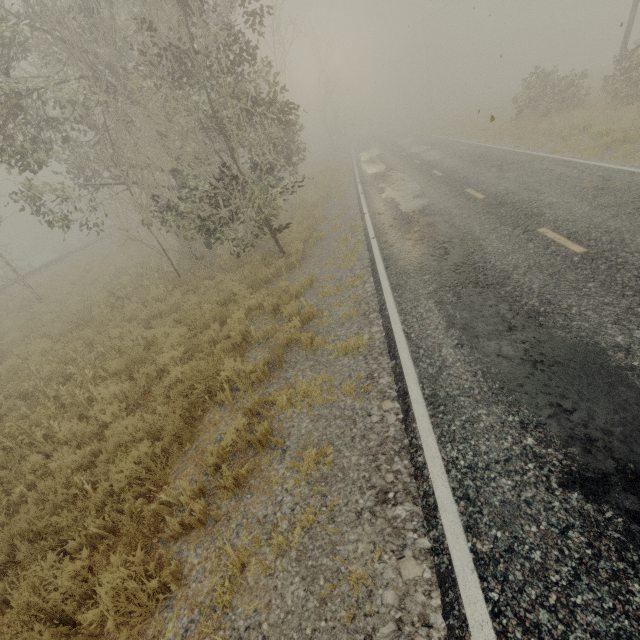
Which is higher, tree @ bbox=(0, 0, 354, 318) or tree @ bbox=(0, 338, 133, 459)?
tree @ bbox=(0, 0, 354, 318)

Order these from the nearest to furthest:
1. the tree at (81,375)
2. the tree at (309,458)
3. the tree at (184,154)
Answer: the tree at (309,458) → the tree at (81,375) → the tree at (184,154)

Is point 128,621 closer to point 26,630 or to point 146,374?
point 26,630

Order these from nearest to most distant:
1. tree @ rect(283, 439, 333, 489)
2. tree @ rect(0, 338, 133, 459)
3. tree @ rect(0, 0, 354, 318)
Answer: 1. tree @ rect(283, 439, 333, 489)
2. tree @ rect(0, 338, 133, 459)
3. tree @ rect(0, 0, 354, 318)

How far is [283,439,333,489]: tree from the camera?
Result: 4.04m

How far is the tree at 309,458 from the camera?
4.0 meters

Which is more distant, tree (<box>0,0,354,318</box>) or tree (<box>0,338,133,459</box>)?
tree (<box>0,0,354,318</box>)
